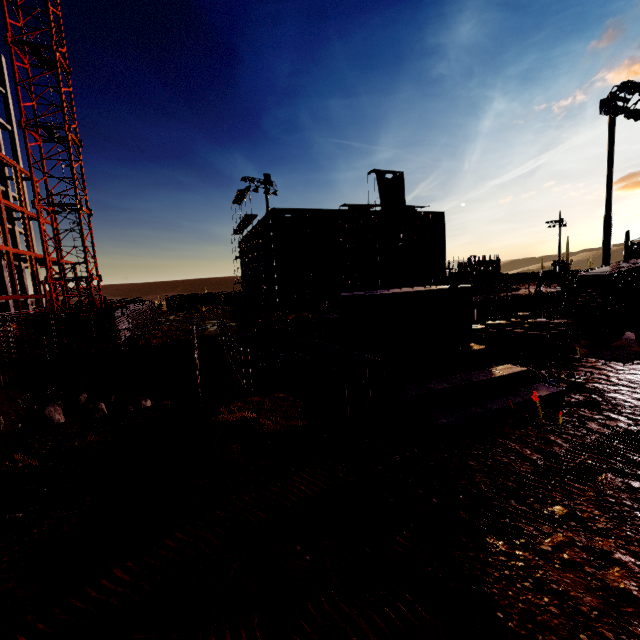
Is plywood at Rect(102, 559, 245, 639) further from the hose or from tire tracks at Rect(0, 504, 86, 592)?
the hose

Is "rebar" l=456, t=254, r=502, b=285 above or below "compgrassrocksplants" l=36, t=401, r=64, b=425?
above

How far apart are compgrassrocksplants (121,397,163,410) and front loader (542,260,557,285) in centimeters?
5813cm

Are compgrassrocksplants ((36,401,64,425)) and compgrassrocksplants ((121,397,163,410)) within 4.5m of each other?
yes

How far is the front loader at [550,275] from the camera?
51.88m

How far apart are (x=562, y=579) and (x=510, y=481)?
1.77m

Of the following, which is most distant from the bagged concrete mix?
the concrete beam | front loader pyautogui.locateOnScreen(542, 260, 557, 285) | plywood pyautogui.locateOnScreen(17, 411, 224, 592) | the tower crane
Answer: front loader pyautogui.locateOnScreen(542, 260, 557, 285)

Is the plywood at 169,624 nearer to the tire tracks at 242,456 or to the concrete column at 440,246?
the tire tracks at 242,456
